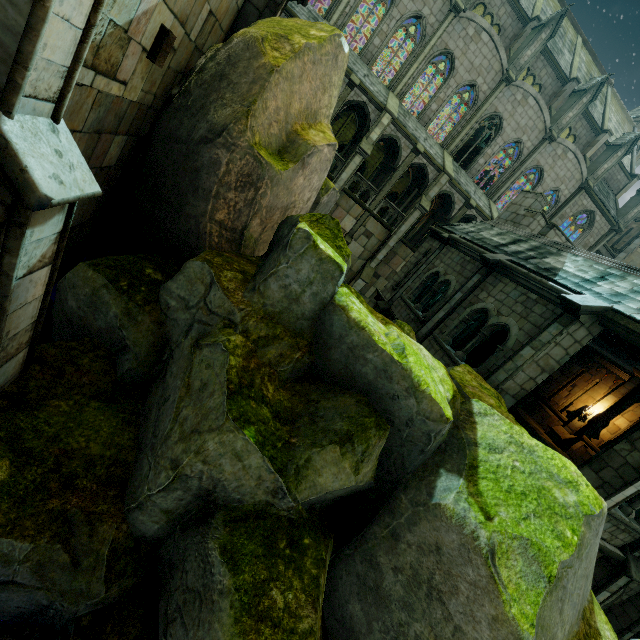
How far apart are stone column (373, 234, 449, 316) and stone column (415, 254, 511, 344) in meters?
2.8 m

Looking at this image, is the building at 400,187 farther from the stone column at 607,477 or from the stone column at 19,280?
the stone column at 19,280

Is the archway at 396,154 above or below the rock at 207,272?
above

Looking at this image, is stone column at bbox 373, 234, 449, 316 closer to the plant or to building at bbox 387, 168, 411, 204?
building at bbox 387, 168, 411, 204

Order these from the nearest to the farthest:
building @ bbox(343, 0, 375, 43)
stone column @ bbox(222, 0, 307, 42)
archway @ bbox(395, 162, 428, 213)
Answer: stone column @ bbox(222, 0, 307, 42)
archway @ bbox(395, 162, 428, 213)
building @ bbox(343, 0, 375, 43)

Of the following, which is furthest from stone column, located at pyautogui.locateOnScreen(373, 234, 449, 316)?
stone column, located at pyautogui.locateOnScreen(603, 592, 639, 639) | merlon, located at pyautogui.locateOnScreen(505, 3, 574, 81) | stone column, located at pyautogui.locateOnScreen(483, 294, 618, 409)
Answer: merlon, located at pyautogui.locateOnScreen(505, 3, 574, 81)

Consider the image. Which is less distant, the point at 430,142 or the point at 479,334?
the point at 479,334

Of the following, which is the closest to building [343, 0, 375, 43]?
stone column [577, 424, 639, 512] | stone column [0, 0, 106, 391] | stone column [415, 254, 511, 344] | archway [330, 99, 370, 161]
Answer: archway [330, 99, 370, 161]
